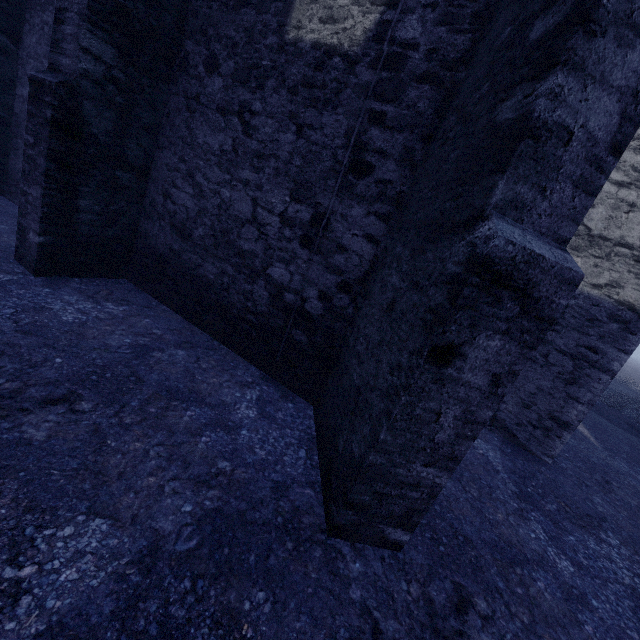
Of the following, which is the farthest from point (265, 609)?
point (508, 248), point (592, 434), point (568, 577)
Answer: point (592, 434)
